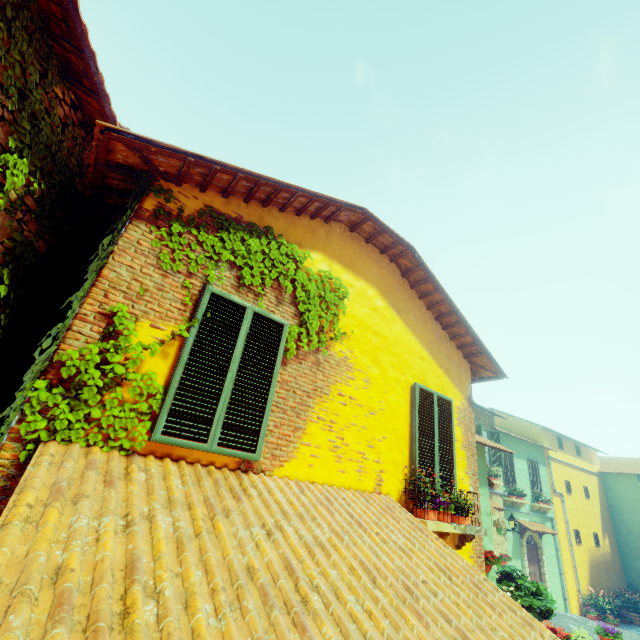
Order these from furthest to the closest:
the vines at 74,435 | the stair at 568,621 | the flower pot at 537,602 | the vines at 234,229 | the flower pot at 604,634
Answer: the stair at 568,621, the flower pot at 604,634, the flower pot at 537,602, the vines at 234,229, the vines at 74,435

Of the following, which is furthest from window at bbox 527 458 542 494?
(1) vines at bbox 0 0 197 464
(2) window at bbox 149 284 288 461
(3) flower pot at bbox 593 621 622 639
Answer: (1) vines at bbox 0 0 197 464

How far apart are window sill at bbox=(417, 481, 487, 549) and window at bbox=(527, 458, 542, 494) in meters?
15.9 m

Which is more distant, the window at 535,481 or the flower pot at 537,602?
the window at 535,481

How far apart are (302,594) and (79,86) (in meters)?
4.59

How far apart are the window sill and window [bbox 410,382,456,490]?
0.3 meters

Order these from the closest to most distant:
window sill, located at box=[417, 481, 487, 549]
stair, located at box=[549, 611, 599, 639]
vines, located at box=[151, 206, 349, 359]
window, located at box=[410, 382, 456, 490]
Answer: vines, located at box=[151, 206, 349, 359]
window sill, located at box=[417, 481, 487, 549]
window, located at box=[410, 382, 456, 490]
stair, located at box=[549, 611, 599, 639]

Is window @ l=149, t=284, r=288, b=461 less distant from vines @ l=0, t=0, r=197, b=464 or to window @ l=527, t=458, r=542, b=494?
vines @ l=0, t=0, r=197, b=464
